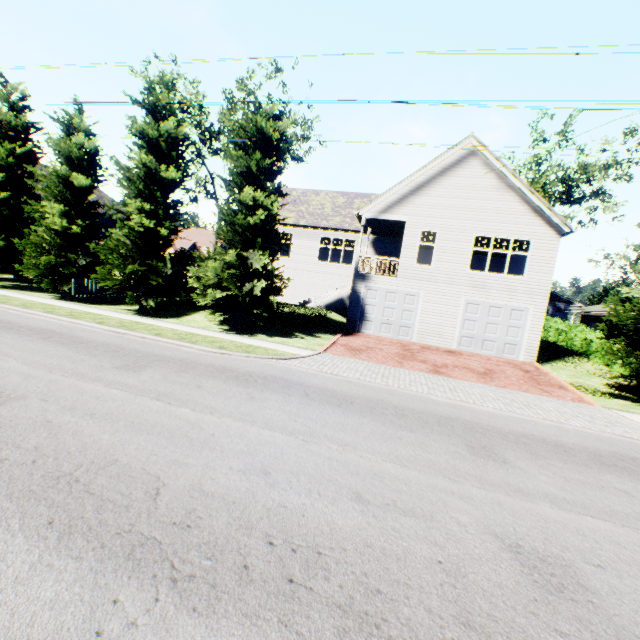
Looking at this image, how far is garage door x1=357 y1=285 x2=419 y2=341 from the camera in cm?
1828

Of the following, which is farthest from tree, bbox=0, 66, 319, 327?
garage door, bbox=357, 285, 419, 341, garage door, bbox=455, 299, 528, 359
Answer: garage door, bbox=357, 285, 419, 341

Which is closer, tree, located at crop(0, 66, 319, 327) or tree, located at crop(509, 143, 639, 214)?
tree, located at crop(0, 66, 319, 327)

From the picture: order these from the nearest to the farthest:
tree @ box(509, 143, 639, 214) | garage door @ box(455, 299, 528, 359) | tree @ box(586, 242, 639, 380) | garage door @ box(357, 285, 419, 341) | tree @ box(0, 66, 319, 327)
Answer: tree @ box(586, 242, 639, 380) → tree @ box(0, 66, 319, 327) → garage door @ box(455, 299, 528, 359) → garage door @ box(357, 285, 419, 341) → tree @ box(509, 143, 639, 214)

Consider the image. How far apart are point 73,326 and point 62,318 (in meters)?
1.32

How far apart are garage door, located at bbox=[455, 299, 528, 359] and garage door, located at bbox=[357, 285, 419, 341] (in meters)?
2.16

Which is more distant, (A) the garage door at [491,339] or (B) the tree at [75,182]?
(A) the garage door at [491,339]

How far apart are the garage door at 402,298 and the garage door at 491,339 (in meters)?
2.16
